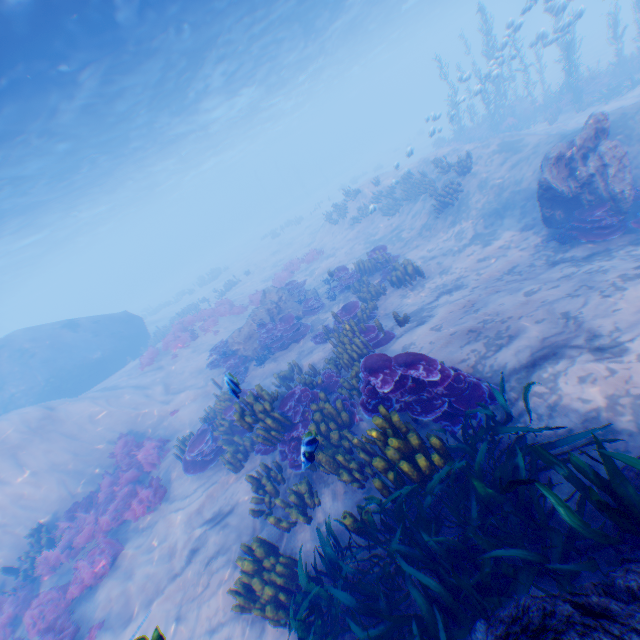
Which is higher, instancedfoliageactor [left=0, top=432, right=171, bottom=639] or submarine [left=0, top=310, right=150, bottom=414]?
submarine [left=0, top=310, right=150, bottom=414]

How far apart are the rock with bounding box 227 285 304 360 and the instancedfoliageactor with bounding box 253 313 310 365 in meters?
0.0 m

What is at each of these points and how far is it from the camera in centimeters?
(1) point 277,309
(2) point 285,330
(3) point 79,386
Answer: (1) rock, 1525cm
(2) instancedfoliageactor, 1355cm
(3) submarine, 2108cm

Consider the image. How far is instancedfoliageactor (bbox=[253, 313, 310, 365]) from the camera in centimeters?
1335cm

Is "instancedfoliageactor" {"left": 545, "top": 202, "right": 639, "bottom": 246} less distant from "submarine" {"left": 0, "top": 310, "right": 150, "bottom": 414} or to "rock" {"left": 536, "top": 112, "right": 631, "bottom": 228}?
"rock" {"left": 536, "top": 112, "right": 631, "bottom": 228}

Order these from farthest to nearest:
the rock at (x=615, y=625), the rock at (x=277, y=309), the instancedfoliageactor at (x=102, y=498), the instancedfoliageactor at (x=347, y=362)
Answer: the rock at (x=277, y=309) < the instancedfoliageactor at (x=102, y=498) < the instancedfoliageactor at (x=347, y=362) < the rock at (x=615, y=625)

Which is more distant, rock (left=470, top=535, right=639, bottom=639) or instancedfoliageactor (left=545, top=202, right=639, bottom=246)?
instancedfoliageactor (left=545, top=202, right=639, bottom=246)

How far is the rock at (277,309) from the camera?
14.41m
